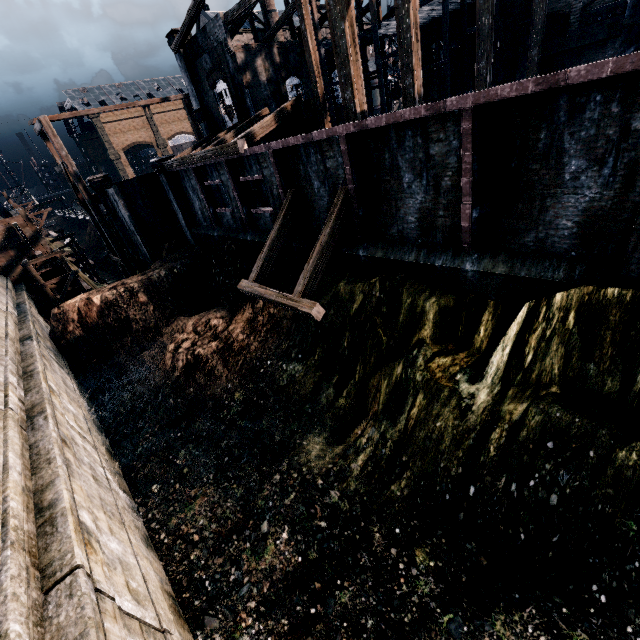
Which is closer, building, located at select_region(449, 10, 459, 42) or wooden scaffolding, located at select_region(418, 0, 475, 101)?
wooden scaffolding, located at select_region(418, 0, 475, 101)

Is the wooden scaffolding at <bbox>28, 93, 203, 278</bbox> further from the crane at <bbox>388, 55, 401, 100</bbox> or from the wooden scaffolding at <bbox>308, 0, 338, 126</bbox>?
the crane at <bbox>388, 55, 401, 100</bbox>

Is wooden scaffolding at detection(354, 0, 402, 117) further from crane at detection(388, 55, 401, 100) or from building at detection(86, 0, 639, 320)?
crane at detection(388, 55, 401, 100)

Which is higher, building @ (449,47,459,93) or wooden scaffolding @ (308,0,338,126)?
wooden scaffolding @ (308,0,338,126)

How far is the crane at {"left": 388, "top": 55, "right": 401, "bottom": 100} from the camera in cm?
3896

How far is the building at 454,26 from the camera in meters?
29.5

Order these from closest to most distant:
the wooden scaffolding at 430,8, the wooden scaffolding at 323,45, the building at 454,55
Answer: the wooden scaffolding at 430,8
the wooden scaffolding at 323,45
the building at 454,55

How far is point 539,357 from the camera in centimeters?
852cm
